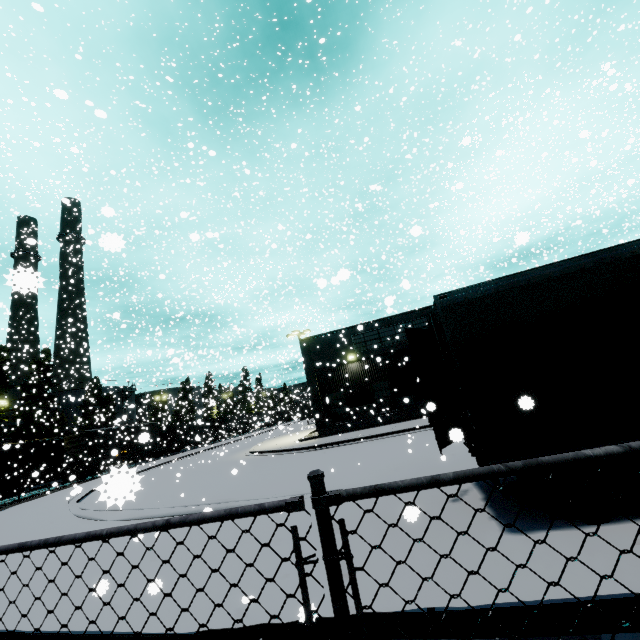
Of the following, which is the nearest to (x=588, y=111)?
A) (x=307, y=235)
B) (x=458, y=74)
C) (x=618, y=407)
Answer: (x=458, y=74)

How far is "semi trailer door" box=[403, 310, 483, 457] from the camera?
5.6 meters

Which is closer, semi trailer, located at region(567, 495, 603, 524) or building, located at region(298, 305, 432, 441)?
semi trailer, located at region(567, 495, 603, 524)

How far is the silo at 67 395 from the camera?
51.8 meters

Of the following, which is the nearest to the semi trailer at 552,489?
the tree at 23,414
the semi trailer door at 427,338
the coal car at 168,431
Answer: the semi trailer door at 427,338

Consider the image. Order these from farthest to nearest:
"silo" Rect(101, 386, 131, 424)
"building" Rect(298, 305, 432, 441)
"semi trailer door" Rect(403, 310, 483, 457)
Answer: "silo" Rect(101, 386, 131, 424) < "building" Rect(298, 305, 432, 441) < "semi trailer door" Rect(403, 310, 483, 457)

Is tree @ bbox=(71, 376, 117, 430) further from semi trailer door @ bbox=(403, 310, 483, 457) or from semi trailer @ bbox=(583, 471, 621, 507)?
semi trailer door @ bbox=(403, 310, 483, 457)
